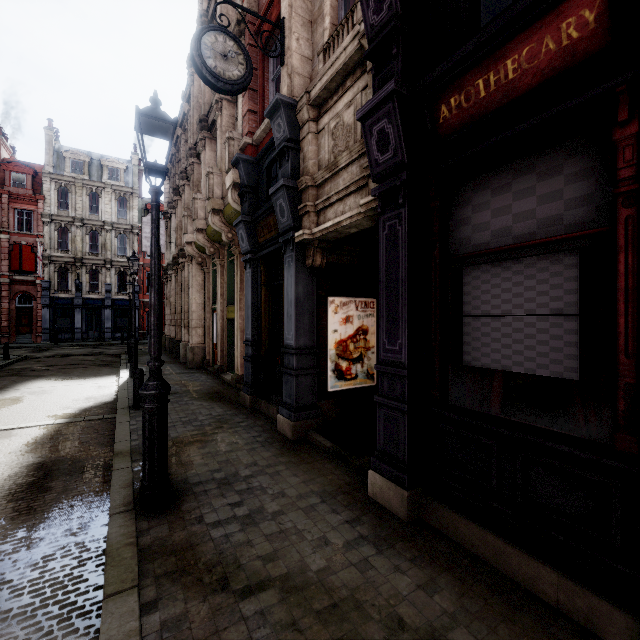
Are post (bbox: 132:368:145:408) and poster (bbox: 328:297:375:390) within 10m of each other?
yes

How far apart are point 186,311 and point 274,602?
15.9m

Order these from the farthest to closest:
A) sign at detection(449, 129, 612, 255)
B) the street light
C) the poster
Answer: the poster → the street light → sign at detection(449, 129, 612, 255)

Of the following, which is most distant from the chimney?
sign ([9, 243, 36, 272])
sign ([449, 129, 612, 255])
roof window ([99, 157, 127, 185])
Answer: sign ([449, 129, 612, 255])

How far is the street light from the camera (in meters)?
3.68

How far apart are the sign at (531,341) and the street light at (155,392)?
3.28m

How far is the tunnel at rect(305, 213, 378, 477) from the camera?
5.4 meters

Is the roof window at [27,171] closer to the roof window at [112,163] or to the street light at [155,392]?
the roof window at [112,163]
